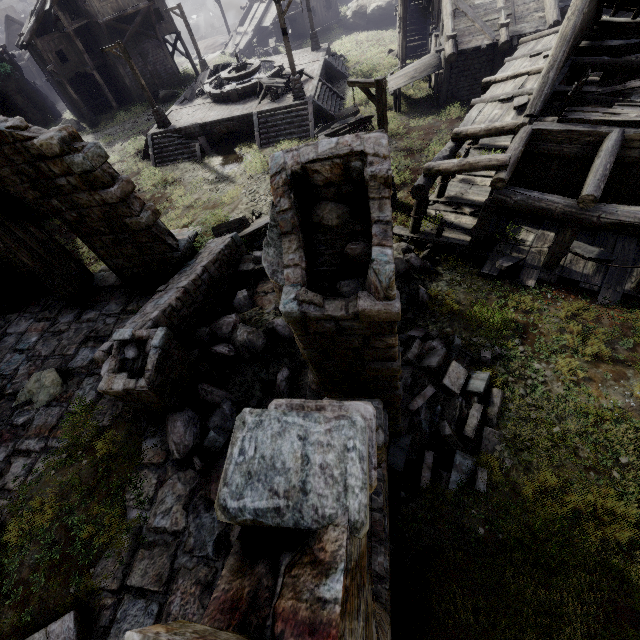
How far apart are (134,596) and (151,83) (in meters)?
42.26

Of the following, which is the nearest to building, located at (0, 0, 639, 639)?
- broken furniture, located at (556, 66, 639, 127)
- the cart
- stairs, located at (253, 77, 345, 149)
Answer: broken furniture, located at (556, 66, 639, 127)

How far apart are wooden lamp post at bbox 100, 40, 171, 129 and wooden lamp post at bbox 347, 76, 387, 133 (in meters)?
Answer: 16.43

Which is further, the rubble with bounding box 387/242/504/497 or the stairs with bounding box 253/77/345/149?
the stairs with bounding box 253/77/345/149

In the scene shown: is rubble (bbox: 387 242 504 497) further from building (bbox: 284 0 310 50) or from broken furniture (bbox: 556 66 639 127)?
broken furniture (bbox: 556 66 639 127)

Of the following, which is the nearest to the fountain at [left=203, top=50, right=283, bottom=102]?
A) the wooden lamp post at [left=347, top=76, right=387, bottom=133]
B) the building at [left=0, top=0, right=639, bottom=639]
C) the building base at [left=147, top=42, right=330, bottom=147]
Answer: the building base at [left=147, top=42, right=330, bottom=147]

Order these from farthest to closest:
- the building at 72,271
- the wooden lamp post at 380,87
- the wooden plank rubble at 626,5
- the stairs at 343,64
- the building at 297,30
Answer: the building at 297,30, the stairs at 343,64, the wooden plank rubble at 626,5, the wooden lamp post at 380,87, the building at 72,271

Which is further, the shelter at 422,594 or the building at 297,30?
the building at 297,30
